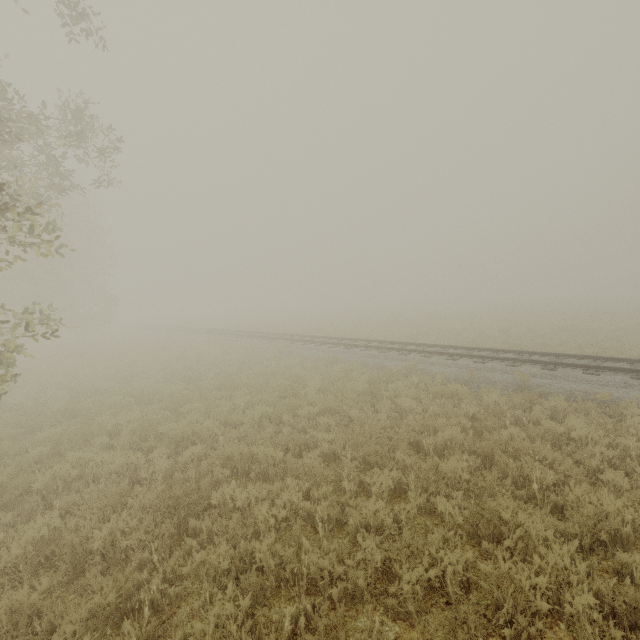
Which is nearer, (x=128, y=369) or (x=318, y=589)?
(x=318, y=589)
